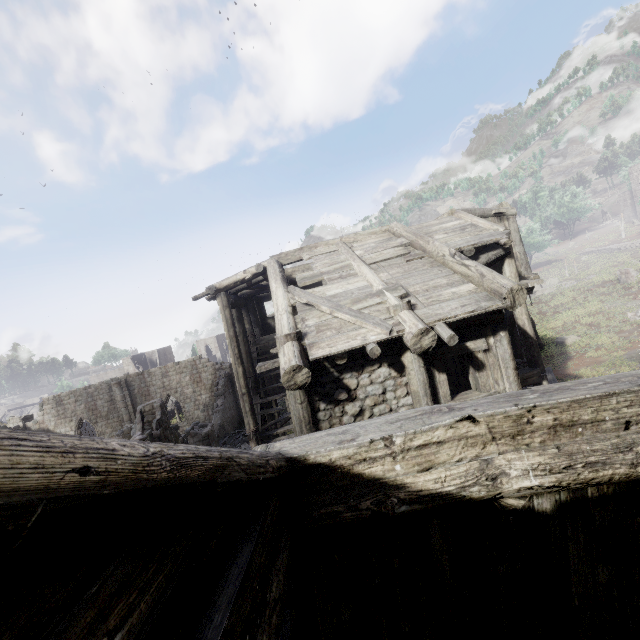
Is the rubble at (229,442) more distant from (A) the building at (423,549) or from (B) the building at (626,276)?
(B) the building at (626,276)

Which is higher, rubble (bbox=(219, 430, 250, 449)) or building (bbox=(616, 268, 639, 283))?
building (bbox=(616, 268, 639, 283))

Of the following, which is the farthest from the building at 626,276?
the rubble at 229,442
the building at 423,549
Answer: the rubble at 229,442

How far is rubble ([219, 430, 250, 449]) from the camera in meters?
21.2 m

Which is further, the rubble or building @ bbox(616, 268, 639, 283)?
building @ bbox(616, 268, 639, 283)

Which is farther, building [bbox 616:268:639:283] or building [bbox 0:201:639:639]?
building [bbox 616:268:639:283]

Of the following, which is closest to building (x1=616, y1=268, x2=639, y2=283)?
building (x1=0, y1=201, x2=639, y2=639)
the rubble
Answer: building (x1=0, y1=201, x2=639, y2=639)

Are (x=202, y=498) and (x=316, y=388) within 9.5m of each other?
yes
